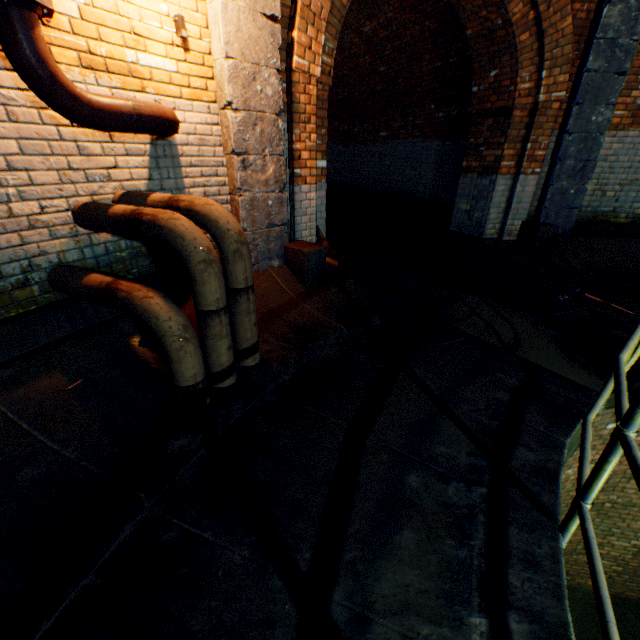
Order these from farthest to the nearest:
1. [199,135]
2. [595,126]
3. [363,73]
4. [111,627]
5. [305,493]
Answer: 1. [363,73]
2. [595,126]
3. [199,135]
4. [305,493]
5. [111,627]

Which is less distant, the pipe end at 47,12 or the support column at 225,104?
the pipe end at 47,12

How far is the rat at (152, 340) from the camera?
2.6 meters

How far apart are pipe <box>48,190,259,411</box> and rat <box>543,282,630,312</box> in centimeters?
410cm

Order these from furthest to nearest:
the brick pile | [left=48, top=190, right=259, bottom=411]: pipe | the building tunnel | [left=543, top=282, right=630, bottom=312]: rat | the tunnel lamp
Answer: the building tunnel
the brick pile
[left=543, top=282, right=630, bottom=312]: rat
the tunnel lamp
[left=48, top=190, right=259, bottom=411]: pipe

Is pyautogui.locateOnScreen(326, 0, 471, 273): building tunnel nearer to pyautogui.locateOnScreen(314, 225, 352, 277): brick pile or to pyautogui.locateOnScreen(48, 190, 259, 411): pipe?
pyautogui.locateOnScreen(314, 225, 352, 277): brick pile

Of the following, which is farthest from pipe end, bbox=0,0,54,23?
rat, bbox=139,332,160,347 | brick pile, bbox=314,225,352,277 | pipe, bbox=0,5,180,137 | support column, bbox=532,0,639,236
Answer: support column, bbox=532,0,639,236

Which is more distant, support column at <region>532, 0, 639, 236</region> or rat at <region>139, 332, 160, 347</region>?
support column at <region>532, 0, 639, 236</region>
